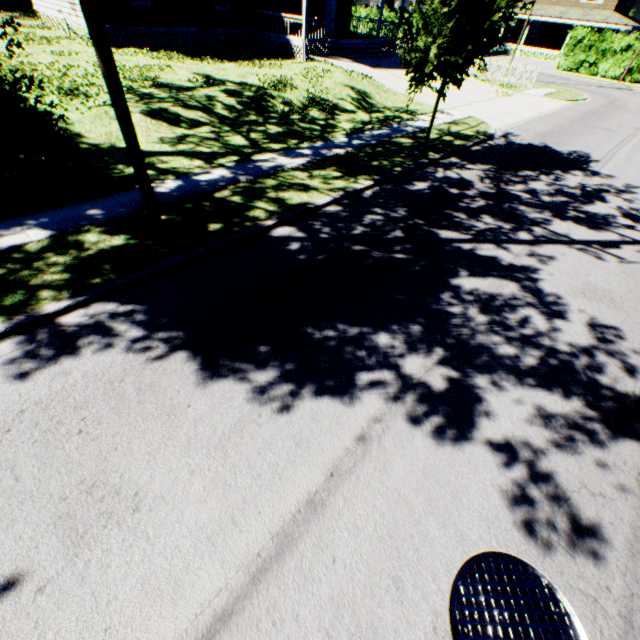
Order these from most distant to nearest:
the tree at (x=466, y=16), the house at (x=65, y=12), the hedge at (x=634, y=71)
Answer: the hedge at (x=634, y=71) → the house at (x=65, y=12) → the tree at (x=466, y=16)

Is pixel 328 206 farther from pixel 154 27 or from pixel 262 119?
pixel 154 27

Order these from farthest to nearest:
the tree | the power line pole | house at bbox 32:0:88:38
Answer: house at bbox 32:0:88:38 → the tree → the power line pole

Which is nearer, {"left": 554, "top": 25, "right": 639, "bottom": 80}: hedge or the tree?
the tree

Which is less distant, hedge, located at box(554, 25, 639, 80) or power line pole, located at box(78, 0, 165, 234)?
power line pole, located at box(78, 0, 165, 234)

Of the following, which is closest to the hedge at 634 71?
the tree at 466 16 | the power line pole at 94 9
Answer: the tree at 466 16

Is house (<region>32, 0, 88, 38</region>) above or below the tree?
below

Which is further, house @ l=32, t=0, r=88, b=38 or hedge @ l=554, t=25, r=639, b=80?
hedge @ l=554, t=25, r=639, b=80
